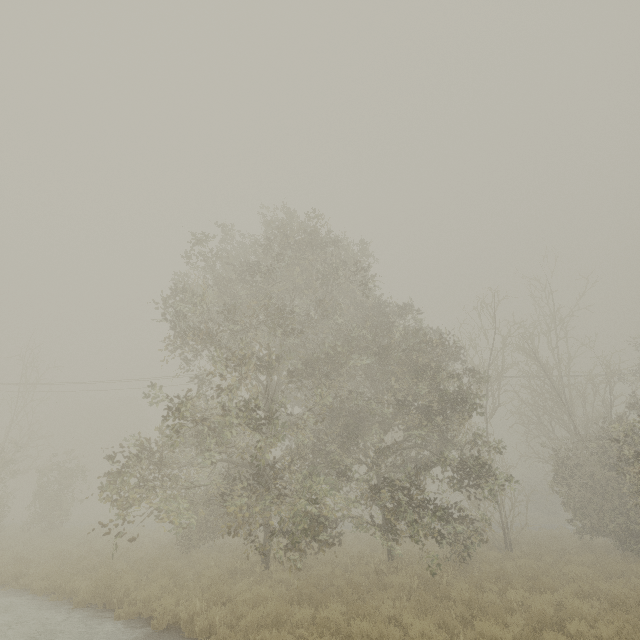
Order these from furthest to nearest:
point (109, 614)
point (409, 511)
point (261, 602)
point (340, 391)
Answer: point (340, 391)
point (409, 511)
point (109, 614)
point (261, 602)
